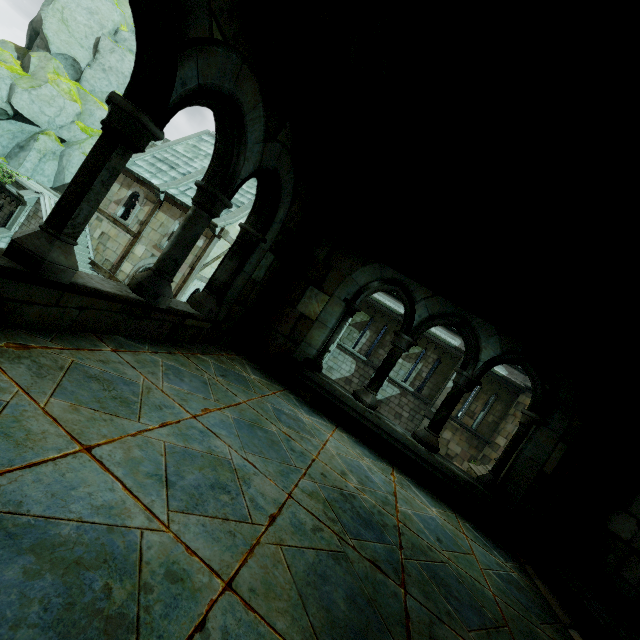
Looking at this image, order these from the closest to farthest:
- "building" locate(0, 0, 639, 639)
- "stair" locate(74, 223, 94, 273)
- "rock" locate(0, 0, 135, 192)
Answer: "building" locate(0, 0, 639, 639) → "stair" locate(74, 223, 94, 273) → "rock" locate(0, 0, 135, 192)

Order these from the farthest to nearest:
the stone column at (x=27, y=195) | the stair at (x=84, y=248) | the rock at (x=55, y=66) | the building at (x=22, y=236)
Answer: the rock at (x=55, y=66)
the stair at (x=84, y=248)
the stone column at (x=27, y=195)
the building at (x=22, y=236)

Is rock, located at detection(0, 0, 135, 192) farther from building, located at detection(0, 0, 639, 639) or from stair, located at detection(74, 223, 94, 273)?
building, located at detection(0, 0, 639, 639)

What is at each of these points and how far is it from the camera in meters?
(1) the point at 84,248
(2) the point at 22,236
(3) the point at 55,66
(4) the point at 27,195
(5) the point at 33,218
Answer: (1) stair, 18.8 m
(2) building, 1.9 m
(3) rock, 21.1 m
(4) stone column, 16.6 m
(5) stair, 17.0 m

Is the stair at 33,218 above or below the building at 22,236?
below

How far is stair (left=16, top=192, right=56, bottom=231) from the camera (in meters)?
16.91

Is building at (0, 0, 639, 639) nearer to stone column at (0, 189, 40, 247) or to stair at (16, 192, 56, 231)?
stair at (16, 192, 56, 231)
